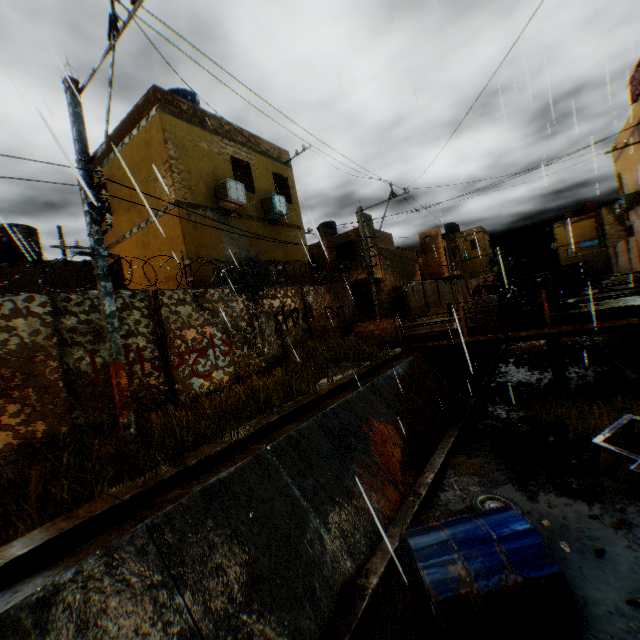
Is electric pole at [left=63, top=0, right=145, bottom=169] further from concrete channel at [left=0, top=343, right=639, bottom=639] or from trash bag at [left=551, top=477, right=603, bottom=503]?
trash bag at [left=551, top=477, right=603, bottom=503]

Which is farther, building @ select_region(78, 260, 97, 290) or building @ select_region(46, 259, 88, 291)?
building @ select_region(78, 260, 97, 290)

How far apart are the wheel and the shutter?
18.6m

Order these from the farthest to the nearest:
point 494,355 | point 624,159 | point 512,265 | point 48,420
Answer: point 512,265, point 624,159, point 494,355, point 48,420

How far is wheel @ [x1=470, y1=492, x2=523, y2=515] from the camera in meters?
6.4 m

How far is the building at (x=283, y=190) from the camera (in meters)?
10.91

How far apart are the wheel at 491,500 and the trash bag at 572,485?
0.96m

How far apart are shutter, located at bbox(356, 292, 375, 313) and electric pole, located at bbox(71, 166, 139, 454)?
20.67m
